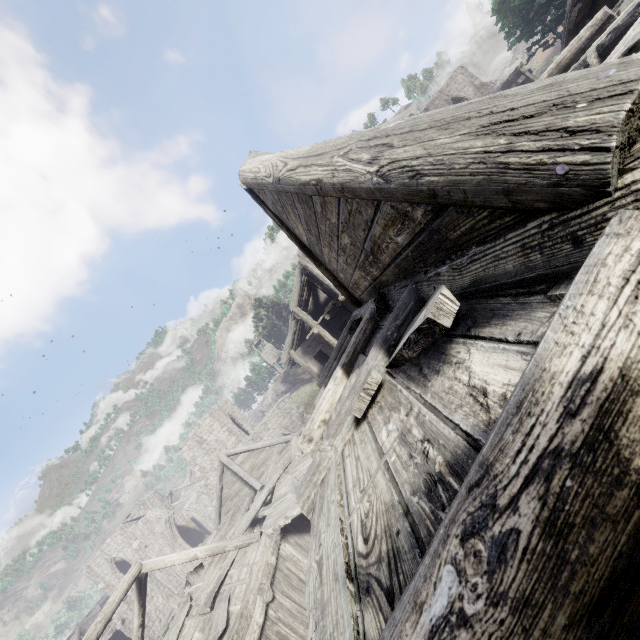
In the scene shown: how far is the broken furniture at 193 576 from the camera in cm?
1362

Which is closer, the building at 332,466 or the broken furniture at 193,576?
the building at 332,466

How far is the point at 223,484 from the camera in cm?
2244

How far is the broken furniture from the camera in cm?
1362

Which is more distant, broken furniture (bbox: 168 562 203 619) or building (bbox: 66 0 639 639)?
broken furniture (bbox: 168 562 203 619)
